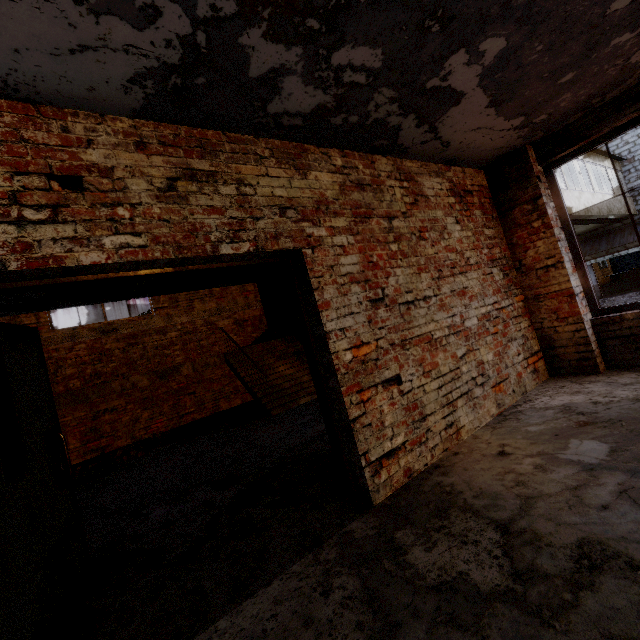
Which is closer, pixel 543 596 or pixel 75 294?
pixel 543 596

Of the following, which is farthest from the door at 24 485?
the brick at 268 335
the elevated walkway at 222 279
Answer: the brick at 268 335

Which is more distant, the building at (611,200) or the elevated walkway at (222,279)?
the building at (611,200)

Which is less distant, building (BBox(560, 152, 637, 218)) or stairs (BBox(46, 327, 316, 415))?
stairs (BBox(46, 327, 316, 415))

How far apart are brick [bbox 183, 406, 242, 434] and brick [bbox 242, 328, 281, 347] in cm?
238

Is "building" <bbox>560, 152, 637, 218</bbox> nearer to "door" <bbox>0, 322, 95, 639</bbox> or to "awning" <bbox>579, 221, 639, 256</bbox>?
"awning" <bbox>579, 221, 639, 256</bbox>

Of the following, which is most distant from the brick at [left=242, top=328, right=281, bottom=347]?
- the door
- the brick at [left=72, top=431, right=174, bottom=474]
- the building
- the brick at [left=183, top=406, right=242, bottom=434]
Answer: the door

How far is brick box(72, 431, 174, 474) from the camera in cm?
709
